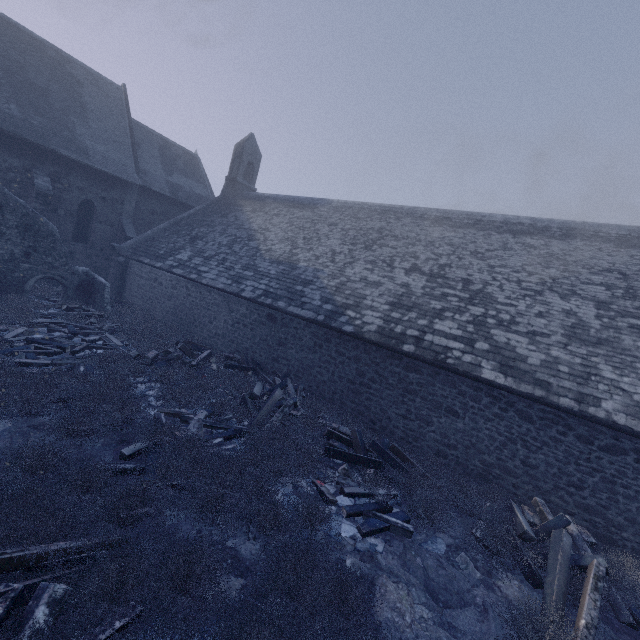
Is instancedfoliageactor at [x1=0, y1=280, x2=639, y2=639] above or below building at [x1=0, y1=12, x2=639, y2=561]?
below

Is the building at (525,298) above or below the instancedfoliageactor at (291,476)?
above

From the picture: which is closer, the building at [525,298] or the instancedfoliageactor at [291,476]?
the instancedfoliageactor at [291,476]

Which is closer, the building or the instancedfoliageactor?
the instancedfoliageactor

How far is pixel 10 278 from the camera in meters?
13.1 m
